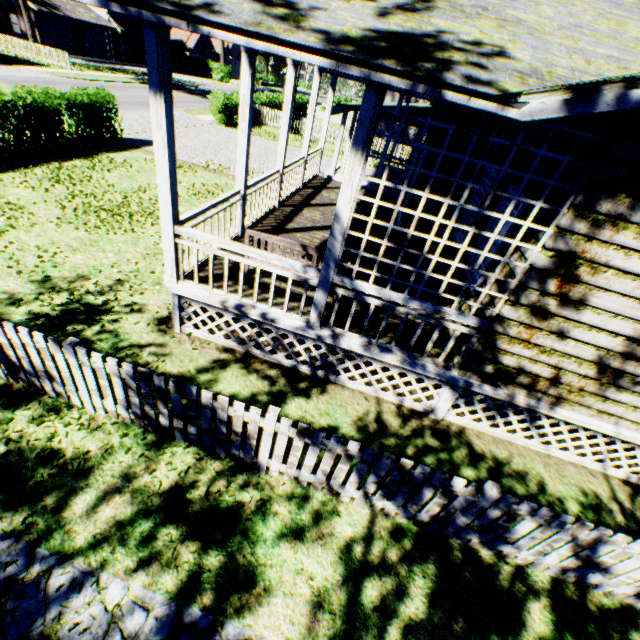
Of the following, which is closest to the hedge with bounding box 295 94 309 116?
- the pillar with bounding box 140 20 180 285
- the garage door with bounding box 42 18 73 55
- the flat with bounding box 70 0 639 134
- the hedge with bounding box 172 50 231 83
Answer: the flat with bounding box 70 0 639 134

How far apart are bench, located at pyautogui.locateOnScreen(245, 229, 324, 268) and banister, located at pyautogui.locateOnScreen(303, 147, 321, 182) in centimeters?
636cm

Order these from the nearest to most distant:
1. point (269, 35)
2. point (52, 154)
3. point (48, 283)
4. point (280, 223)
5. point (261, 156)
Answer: point (269, 35)
point (48, 283)
point (280, 223)
point (52, 154)
point (261, 156)

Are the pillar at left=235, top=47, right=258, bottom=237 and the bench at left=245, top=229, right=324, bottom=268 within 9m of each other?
yes

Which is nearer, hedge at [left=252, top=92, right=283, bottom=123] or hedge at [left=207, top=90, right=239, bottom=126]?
hedge at [left=207, top=90, right=239, bottom=126]

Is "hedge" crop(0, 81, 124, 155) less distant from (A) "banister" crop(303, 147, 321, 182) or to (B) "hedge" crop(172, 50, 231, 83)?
(A) "banister" crop(303, 147, 321, 182)

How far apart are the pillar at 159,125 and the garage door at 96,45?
52.1m

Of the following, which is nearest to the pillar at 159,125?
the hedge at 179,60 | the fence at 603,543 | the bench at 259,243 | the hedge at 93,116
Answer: the bench at 259,243
